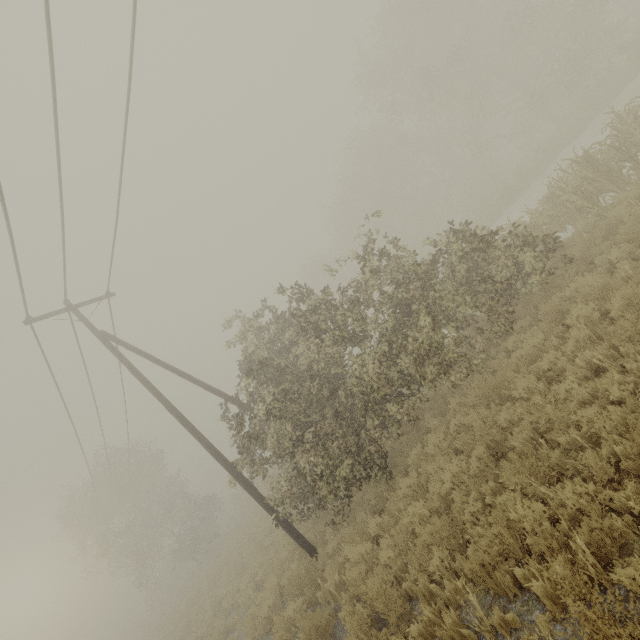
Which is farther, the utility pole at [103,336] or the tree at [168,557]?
the tree at [168,557]

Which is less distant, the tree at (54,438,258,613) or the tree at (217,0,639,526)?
the tree at (217,0,639,526)

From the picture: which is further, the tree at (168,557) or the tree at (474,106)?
the tree at (168,557)

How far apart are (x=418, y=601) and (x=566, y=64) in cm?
3190

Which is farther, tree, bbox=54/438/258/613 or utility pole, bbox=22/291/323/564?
tree, bbox=54/438/258/613

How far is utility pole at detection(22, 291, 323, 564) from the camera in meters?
10.1 m

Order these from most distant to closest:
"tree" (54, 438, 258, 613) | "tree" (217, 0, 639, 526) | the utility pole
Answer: "tree" (54, 438, 258, 613) → the utility pole → "tree" (217, 0, 639, 526)
